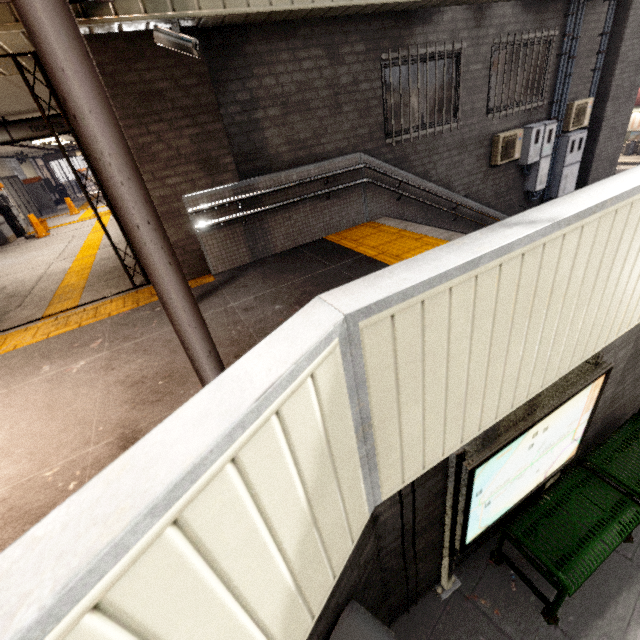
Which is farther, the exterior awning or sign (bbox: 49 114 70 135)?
sign (bbox: 49 114 70 135)

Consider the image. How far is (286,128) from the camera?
4.9m

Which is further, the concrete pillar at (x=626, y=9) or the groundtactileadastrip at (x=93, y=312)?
the concrete pillar at (x=626, y=9)

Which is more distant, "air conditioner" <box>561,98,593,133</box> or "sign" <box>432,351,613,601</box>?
"air conditioner" <box>561,98,593,133</box>

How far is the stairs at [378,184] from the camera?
5.52m

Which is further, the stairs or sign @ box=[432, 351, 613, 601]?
the stairs

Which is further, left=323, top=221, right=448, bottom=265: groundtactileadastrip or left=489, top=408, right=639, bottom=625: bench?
left=323, top=221, right=448, bottom=265: groundtactileadastrip

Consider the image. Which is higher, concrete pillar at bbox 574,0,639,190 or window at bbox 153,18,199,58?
window at bbox 153,18,199,58
